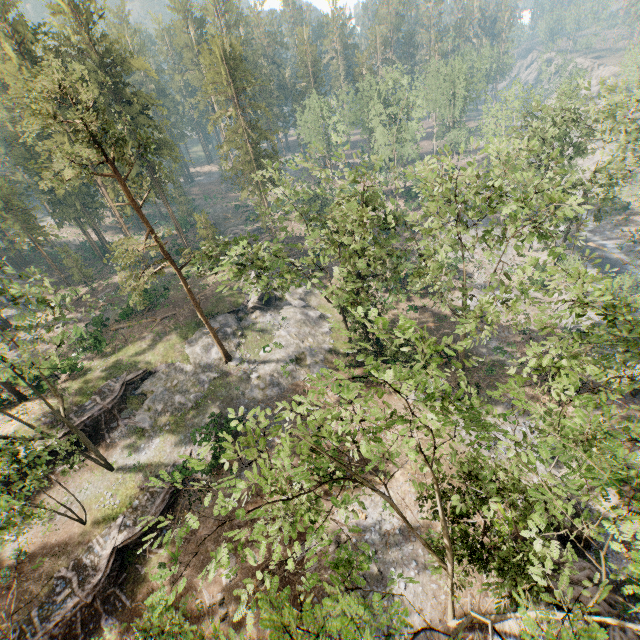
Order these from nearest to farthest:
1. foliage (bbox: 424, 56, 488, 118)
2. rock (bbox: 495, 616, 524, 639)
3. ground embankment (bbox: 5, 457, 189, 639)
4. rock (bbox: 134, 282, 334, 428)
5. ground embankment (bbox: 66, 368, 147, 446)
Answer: rock (bbox: 495, 616, 524, 639)
ground embankment (bbox: 5, 457, 189, 639)
ground embankment (bbox: 66, 368, 147, 446)
rock (bbox: 134, 282, 334, 428)
foliage (bbox: 424, 56, 488, 118)

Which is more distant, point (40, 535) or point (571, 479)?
point (40, 535)

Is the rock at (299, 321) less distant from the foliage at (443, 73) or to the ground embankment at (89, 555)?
the foliage at (443, 73)

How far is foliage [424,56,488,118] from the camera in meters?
55.6

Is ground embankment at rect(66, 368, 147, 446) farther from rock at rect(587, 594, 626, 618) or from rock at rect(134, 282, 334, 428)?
rock at rect(587, 594, 626, 618)

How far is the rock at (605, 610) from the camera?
15.9m

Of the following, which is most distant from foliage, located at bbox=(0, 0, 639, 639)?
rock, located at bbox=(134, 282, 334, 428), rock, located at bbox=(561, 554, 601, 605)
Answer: rock, located at bbox=(561, 554, 601, 605)

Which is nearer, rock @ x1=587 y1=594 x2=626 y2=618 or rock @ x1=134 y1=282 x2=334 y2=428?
rock @ x1=587 y1=594 x2=626 y2=618
